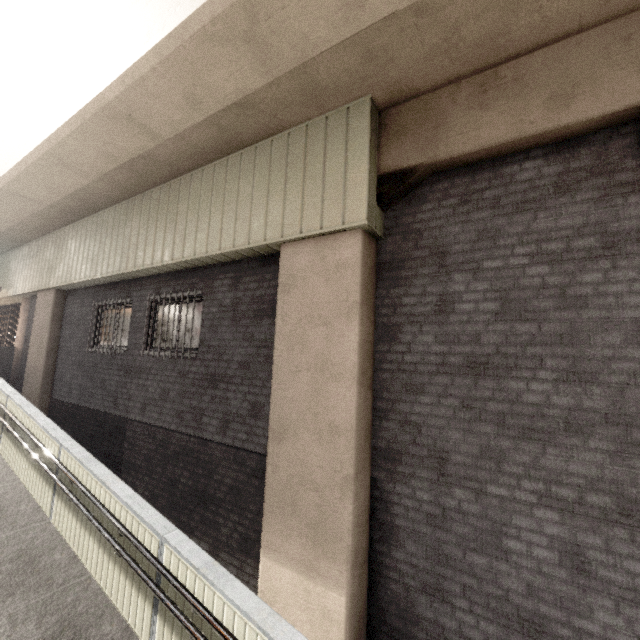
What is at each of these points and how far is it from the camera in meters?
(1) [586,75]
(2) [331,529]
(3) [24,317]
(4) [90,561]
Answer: (1) concrete pillar, 3.2 m
(2) concrete pillar, 3.8 m
(3) concrete pillar, 11.5 m
(4) ramp, 4.4 m

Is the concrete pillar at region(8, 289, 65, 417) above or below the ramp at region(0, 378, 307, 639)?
above

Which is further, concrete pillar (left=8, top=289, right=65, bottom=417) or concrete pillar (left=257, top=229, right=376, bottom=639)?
concrete pillar (left=8, top=289, right=65, bottom=417)

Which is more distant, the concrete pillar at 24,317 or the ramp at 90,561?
the concrete pillar at 24,317

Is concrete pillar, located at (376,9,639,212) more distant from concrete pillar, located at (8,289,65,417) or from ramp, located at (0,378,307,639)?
concrete pillar, located at (8,289,65,417)

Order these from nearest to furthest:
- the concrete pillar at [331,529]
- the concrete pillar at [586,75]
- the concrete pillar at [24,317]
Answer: the concrete pillar at [586,75], the concrete pillar at [331,529], the concrete pillar at [24,317]

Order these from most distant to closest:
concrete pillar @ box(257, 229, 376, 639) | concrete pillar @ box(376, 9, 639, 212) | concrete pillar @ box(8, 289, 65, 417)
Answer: concrete pillar @ box(8, 289, 65, 417) → concrete pillar @ box(257, 229, 376, 639) → concrete pillar @ box(376, 9, 639, 212)

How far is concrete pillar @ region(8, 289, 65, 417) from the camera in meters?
9.3 m
